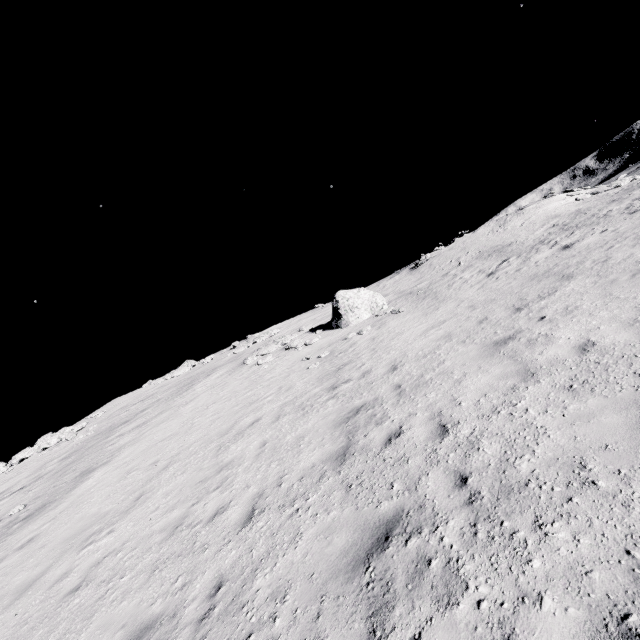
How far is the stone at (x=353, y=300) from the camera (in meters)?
18.81

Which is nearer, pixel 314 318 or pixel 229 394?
pixel 229 394

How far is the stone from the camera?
18.8 meters
